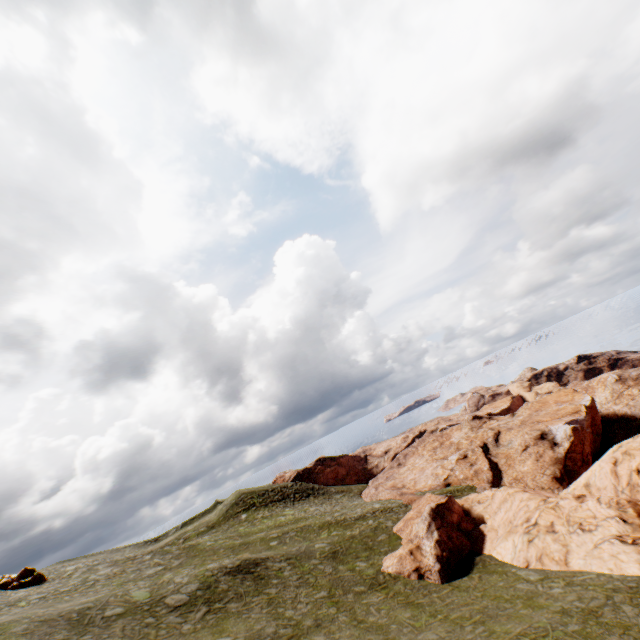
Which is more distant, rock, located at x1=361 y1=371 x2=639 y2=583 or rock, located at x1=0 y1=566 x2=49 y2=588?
rock, located at x1=0 y1=566 x2=49 y2=588

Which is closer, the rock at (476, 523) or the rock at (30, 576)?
the rock at (476, 523)

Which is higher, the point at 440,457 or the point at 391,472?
the point at 391,472

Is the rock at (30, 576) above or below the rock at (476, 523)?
above

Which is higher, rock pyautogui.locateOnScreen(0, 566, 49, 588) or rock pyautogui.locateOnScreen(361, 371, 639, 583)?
rock pyautogui.locateOnScreen(0, 566, 49, 588)
